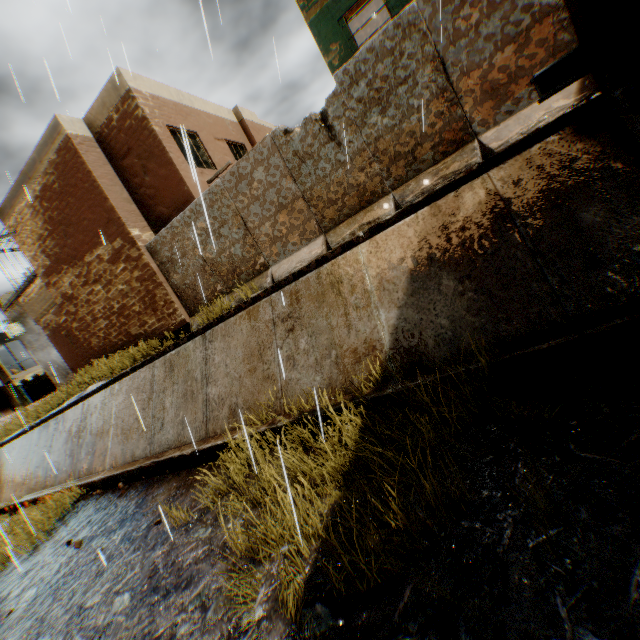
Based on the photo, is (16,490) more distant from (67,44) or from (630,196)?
(630,196)

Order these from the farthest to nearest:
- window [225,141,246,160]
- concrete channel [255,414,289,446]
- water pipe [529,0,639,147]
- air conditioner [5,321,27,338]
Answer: air conditioner [5,321,27,338] < window [225,141,246,160] < concrete channel [255,414,289,446] < water pipe [529,0,639,147]

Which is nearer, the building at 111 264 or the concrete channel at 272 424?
the concrete channel at 272 424

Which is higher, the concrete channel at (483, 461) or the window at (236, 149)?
the window at (236, 149)

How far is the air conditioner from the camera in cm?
2147

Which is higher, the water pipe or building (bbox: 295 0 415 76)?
building (bbox: 295 0 415 76)

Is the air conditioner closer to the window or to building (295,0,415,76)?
building (295,0,415,76)

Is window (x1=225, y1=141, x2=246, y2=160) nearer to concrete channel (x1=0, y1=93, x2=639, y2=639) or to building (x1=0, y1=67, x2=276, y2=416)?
building (x1=0, y1=67, x2=276, y2=416)
